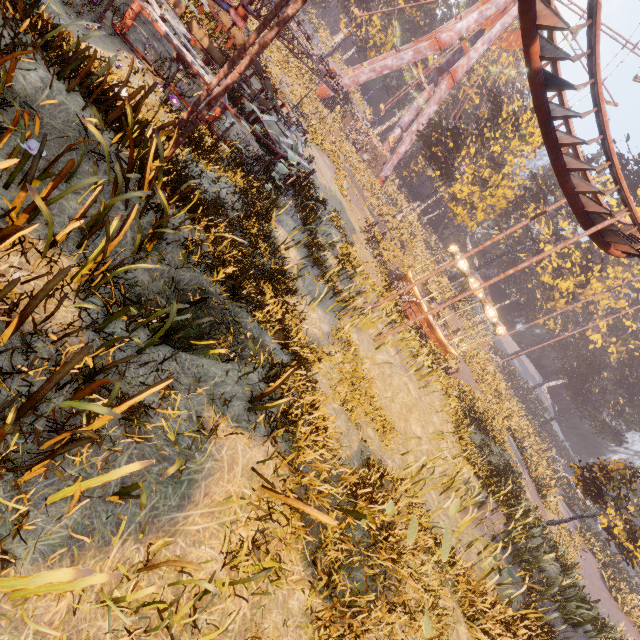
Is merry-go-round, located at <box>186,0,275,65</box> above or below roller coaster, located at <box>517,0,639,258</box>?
below

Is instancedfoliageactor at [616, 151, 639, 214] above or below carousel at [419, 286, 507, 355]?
above

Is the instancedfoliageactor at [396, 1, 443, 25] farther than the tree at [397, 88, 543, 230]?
Yes

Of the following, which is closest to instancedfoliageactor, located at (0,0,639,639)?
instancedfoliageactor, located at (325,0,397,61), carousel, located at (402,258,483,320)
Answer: carousel, located at (402,258,483,320)

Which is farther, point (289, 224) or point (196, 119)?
point (289, 224)

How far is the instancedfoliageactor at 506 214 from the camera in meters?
42.2

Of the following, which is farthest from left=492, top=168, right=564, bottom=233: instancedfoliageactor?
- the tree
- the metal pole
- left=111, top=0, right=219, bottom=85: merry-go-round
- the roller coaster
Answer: the metal pole
